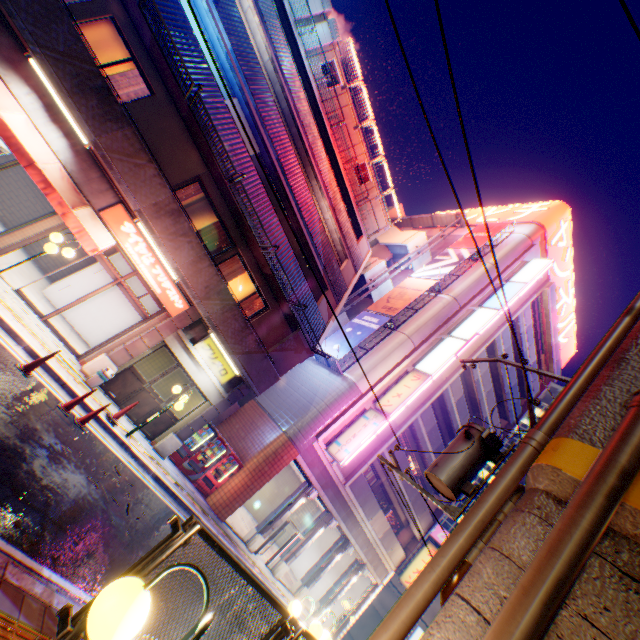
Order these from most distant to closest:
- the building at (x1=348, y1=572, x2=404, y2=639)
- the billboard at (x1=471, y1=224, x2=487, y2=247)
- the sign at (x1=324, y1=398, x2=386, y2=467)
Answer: the building at (x1=348, y1=572, x2=404, y2=639) < the billboard at (x1=471, y1=224, x2=487, y2=247) < the sign at (x1=324, y1=398, x2=386, y2=467)

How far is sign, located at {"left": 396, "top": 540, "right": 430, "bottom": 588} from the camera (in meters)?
21.75

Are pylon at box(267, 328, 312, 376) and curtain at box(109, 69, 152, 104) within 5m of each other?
no

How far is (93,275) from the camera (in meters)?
13.09

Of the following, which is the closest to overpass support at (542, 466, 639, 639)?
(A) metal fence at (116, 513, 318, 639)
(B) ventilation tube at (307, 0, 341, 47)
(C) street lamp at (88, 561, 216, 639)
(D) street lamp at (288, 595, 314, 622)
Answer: (A) metal fence at (116, 513, 318, 639)

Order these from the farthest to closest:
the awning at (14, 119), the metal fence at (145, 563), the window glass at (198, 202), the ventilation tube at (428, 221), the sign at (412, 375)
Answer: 1. the ventilation tube at (428, 221)
2. the sign at (412, 375)
3. the window glass at (198, 202)
4. the awning at (14, 119)
5. the metal fence at (145, 563)

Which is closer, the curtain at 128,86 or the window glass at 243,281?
the curtain at 128,86

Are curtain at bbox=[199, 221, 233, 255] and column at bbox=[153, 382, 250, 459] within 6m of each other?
yes
